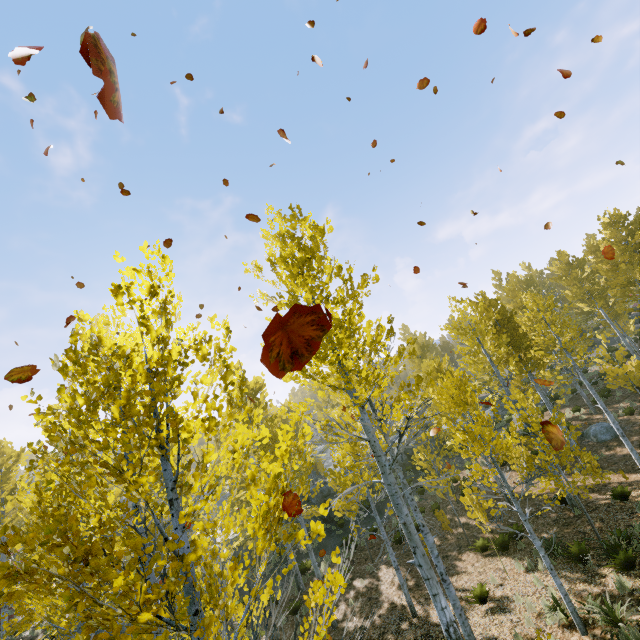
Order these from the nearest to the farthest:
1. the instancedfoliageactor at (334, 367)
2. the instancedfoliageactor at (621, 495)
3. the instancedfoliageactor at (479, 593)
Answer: the instancedfoliageactor at (334, 367) < the instancedfoliageactor at (479, 593) < the instancedfoliageactor at (621, 495)

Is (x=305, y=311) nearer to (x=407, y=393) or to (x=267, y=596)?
(x=407, y=393)

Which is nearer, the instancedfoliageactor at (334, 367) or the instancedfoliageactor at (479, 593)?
the instancedfoliageactor at (334, 367)

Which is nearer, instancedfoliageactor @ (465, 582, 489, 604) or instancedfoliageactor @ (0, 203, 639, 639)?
instancedfoliageactor @ (0, 203, 639, 639)

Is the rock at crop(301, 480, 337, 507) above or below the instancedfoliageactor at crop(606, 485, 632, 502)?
above

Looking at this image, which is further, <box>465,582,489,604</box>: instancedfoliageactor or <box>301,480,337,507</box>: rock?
<box>301,480,337,507</box>: rock

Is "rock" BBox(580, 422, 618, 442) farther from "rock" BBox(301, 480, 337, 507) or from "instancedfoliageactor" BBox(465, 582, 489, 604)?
"rock" BBox(301, 480, 337, 507)

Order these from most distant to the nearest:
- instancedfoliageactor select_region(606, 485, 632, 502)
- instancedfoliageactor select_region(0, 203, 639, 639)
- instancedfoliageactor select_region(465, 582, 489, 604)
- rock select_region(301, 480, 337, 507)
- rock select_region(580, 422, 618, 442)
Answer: rock select_region(301, 480, 337, 507)
rock select_region(580, 422, 618, 442)
instancedfoliageactor select_region(606, 485, 632, 502)
instancedfoliageactor select_region(465, 582, 489, 604)
instancedfoliageactor select_region(0, 203, 639, 639)
